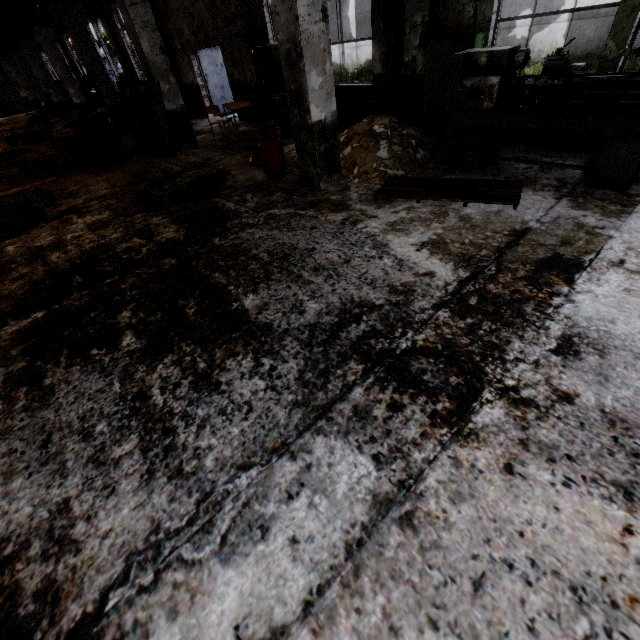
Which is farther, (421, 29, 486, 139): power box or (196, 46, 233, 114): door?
(196, 46, 233, 114): door

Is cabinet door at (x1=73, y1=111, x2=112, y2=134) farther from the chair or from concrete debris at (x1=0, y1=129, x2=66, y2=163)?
the chair

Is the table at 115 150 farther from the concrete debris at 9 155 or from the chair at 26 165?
the concrete debris at 9 155

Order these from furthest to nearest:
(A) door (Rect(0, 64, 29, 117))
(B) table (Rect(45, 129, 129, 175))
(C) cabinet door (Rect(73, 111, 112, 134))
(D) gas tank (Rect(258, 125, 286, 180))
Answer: (A) door (Rect(0, 64, 29, 117)), (C) cabinet door (Rect(73, 111, 112, 134)), (B) table (Rect(45, 129, 129, 175)), (D) gas tank (Rect(258, 125, 286, 180))

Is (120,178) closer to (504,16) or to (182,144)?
(182,144)

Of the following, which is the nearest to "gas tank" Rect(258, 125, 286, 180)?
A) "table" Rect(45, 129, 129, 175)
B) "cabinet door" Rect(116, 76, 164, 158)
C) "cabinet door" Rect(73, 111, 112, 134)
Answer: "cabinet door" Rect(116, 76, 164, 158)

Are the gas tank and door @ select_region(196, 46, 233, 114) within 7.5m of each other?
no

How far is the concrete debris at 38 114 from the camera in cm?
2194
